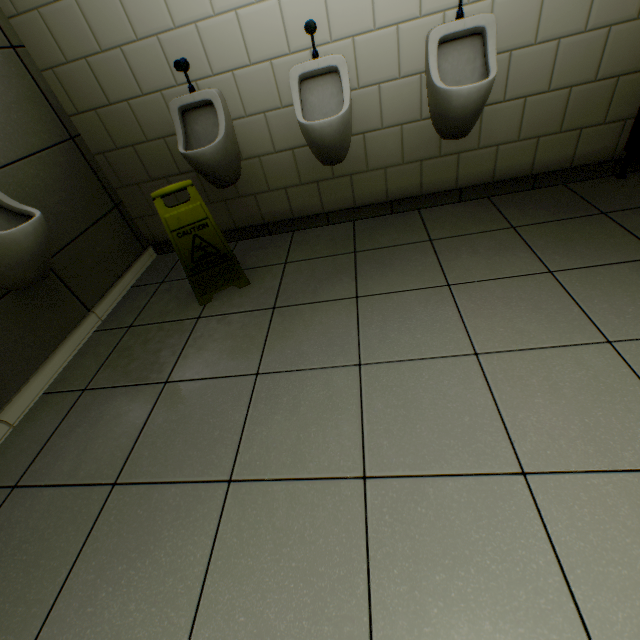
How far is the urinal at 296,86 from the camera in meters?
1.8 m

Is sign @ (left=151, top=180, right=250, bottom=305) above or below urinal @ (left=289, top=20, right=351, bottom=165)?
below

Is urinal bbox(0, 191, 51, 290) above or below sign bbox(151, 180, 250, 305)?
above

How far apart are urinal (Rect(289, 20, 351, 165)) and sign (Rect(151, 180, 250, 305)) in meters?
0.8

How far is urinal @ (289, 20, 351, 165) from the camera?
1.85m

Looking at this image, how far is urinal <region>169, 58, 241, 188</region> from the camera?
2.0 meters

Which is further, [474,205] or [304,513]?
[474,205]

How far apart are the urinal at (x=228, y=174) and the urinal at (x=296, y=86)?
0.5 meters
